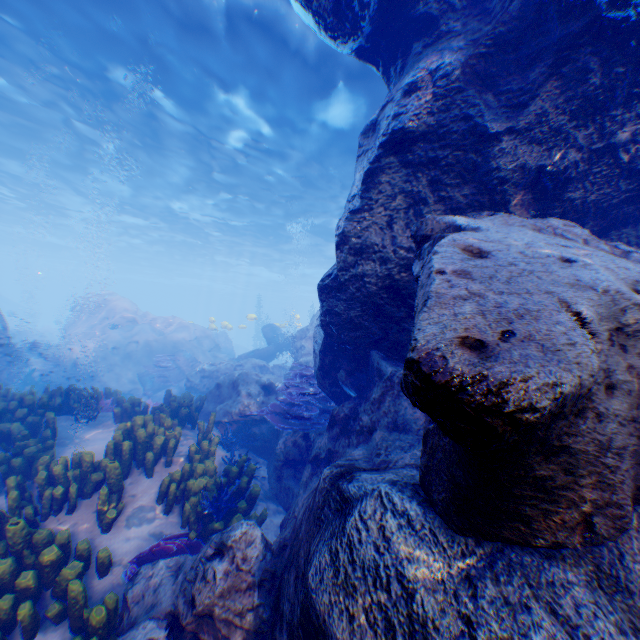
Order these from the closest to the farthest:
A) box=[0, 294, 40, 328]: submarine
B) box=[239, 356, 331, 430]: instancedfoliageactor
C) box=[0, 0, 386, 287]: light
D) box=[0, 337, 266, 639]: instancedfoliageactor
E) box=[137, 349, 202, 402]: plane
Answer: box=[0, 337, 266, 639]: instancedfoliageactor → box=[239, 356, 331, 430]: instancedfoliageactor → box=[0, 0, 386, 287]: light → box=[137, 349, 202, 402]: plane → box=[0, 294, 40, 328]: submarine

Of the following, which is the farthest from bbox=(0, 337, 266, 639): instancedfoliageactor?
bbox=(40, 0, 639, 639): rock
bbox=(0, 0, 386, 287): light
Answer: bbox=(0, 0, 386, 287): light

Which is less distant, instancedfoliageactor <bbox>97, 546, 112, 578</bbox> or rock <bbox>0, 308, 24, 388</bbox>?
instancedfoliageactor <bbox>97, 546, 112, 578</bbox>

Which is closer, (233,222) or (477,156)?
(477,156)

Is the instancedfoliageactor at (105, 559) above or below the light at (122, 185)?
below

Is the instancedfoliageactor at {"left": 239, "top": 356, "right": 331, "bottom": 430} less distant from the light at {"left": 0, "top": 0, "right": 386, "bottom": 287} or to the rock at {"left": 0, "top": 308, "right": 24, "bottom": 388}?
the rock at {"left": 0, "top": 308, "right": 24, "bottom": 388}

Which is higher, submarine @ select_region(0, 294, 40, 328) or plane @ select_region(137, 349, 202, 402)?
submarine @ select_region(0, 294, 40, 328)

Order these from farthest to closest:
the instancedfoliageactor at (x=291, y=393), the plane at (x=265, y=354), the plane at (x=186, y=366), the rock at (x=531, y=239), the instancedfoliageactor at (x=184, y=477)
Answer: the plane at (x=265, y=354), the plane at (x=186, y=366), the instancedfoliageactor at (x=291, y=393), the instancedfoliageactor at (x=184, y=477), the rock at (x=531, y=239)
